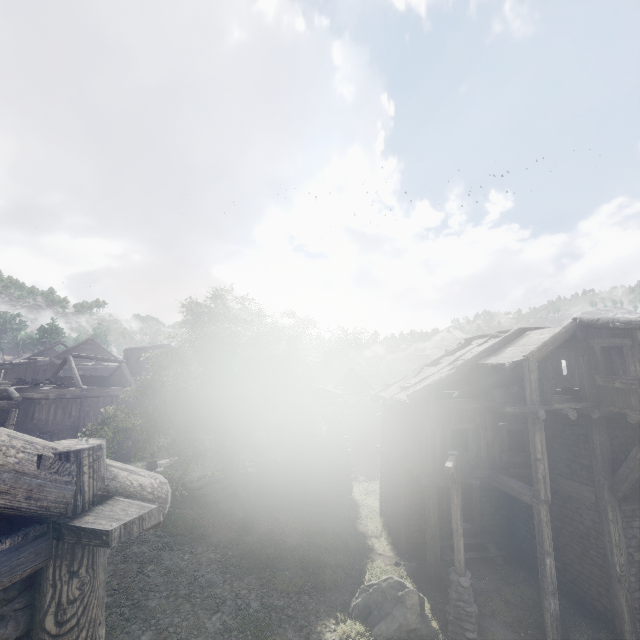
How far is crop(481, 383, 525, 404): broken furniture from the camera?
11.9 meters

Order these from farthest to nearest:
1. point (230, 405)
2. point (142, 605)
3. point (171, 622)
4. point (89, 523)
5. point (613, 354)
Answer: point (613, 354) < point (230, 405) < point (142, 605) < point (171, 622) < point (89, 523)

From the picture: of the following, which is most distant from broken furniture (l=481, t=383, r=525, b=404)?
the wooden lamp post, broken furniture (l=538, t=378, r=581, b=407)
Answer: the wooden lamp post

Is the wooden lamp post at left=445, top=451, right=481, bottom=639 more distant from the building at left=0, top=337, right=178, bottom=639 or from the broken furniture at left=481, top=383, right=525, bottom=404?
the broken furniture at left=481, top=383, right=525, bottom=404

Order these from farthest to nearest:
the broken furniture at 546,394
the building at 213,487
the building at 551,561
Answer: the building at 213,487
the broken furniture at 546,394
the building at 551,561

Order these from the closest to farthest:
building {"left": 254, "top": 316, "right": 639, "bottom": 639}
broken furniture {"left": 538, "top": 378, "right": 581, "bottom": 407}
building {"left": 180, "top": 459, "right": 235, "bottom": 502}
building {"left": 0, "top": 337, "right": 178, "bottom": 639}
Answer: building {"left": 0, "top": 337, "right": 178, "bottom": 639} < building {"left": 254, "top": 316, "right": 639, "bottom": 639} < broken furniture {"left": 538, "top": 378, "right": 581, "bottom": 407} < building {"left": 180, "top": 459, "right": 235, "bottom": 502}

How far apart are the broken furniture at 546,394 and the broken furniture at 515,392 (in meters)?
0.47

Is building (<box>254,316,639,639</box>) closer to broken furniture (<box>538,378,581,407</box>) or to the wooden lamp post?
broken furniture (<box>538,378,581,407</box>)
